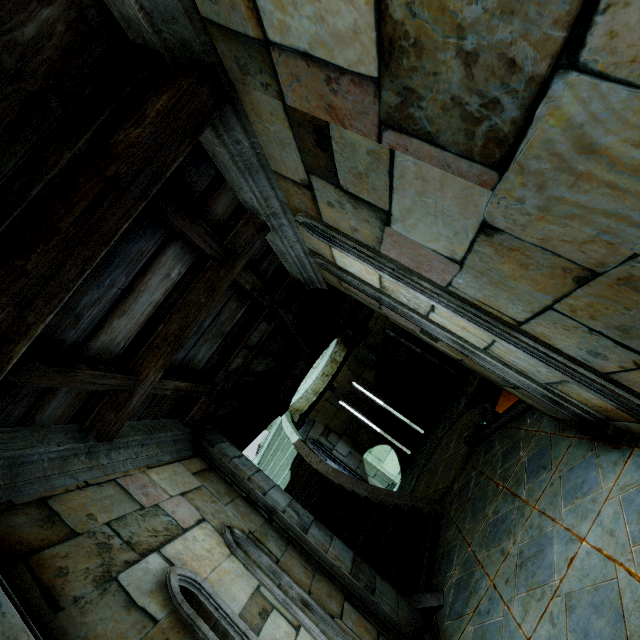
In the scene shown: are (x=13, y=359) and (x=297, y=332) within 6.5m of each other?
yes
